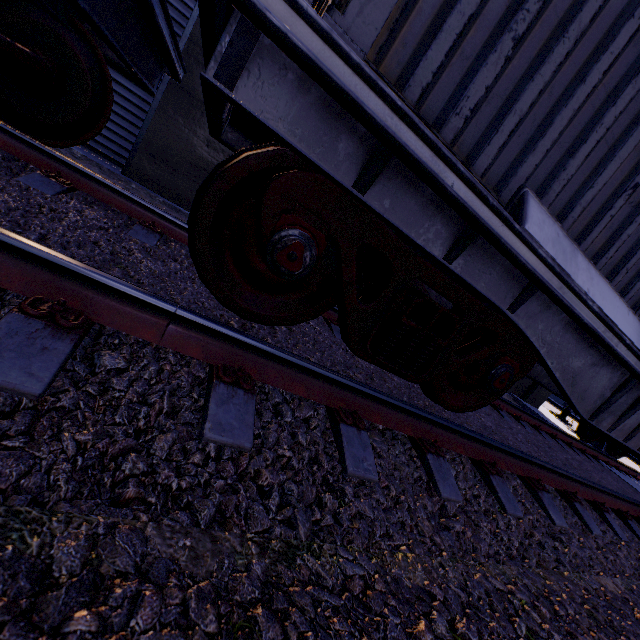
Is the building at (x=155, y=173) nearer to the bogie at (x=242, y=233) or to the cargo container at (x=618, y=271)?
the cargo container at (x=618, y=271)

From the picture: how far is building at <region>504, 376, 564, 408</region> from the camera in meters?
10.6 m

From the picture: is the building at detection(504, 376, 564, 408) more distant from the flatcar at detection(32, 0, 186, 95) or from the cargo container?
the flatcar at detection(32, 0, 186, 95)

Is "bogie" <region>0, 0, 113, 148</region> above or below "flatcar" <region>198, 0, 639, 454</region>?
below

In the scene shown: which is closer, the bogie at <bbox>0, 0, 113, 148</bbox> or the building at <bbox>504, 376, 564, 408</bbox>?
the bogie at <bbox>0, 0, 113, 148</bbox>

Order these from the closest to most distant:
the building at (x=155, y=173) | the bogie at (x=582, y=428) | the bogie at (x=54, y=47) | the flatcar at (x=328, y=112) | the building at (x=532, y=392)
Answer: the flatcar at (x=328, y=112)
the bogie at (x=54, y=47)
the building at (x=155, y=173)
the bogie at (x=582, y=428)
the building at (x=532, y=392)

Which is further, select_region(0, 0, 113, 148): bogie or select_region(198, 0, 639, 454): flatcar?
select_region(0, 0, 113, 148): bogie

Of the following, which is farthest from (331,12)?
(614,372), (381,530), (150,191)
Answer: (150,191)
